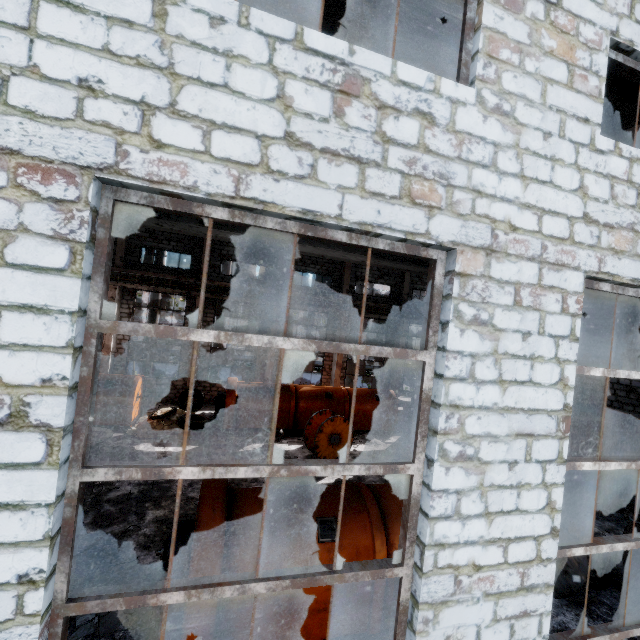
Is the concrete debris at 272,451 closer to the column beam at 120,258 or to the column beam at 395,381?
the column beam at 395,381

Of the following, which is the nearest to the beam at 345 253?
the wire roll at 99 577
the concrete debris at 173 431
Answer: the wire roll at 99 577

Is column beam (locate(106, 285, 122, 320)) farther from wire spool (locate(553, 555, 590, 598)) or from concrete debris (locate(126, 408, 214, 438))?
wire spool (locate(553, 555, 590, 598))

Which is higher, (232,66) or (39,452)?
(232,66)

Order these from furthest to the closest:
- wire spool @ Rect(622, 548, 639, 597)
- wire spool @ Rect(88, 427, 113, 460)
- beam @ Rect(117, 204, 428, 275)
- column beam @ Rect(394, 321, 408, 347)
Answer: column beam @ Rect(394, 321, 408, 347)
wire spool @ Rect(88, 427, 113, 460)
wire spool @ Rect(622, 548, 639, 597)
beam @ Rect(117, 204, 428, 275)

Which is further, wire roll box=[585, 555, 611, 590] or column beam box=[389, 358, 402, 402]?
column beam box=[389, 358, 402, 402]

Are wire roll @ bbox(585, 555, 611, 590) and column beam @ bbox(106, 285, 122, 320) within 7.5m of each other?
no

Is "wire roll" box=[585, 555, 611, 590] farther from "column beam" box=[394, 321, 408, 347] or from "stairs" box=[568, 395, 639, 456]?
"column beam" box=[394, 321, 408, 347]
